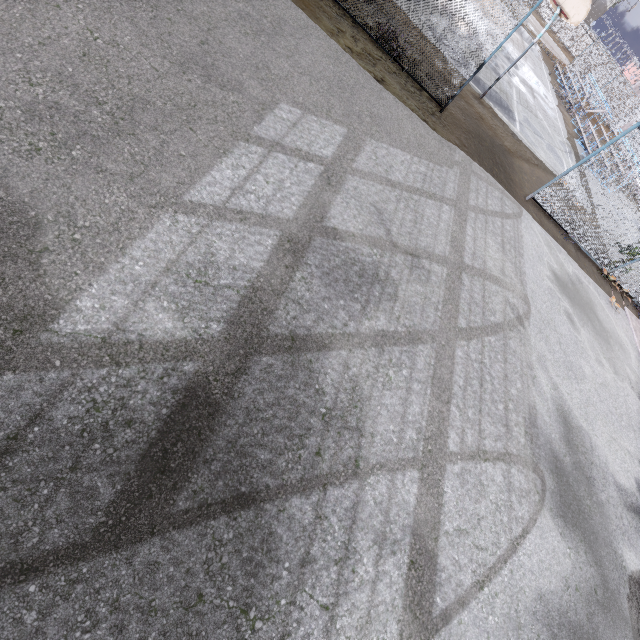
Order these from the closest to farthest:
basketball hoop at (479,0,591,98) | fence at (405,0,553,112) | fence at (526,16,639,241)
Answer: fence at (405,0,553,112)
fence at (526,16,639,241)
basketball hoop at (479,0,591,98)

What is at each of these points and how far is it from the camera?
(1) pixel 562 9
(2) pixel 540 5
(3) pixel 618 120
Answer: (1) basketball hoop, 10.7m
(2) fence, 44.2m
(3) fence, 32.2m

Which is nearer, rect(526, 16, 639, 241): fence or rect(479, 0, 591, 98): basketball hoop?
rect(526, 16, 639, 241): fence

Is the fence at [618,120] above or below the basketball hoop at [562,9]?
below

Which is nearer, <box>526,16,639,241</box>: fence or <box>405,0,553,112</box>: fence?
<box>405,0,553,112</box>: fence

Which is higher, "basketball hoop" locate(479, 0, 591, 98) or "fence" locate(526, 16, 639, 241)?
"basketball hoop" locate(479, 0, 591, 98)
